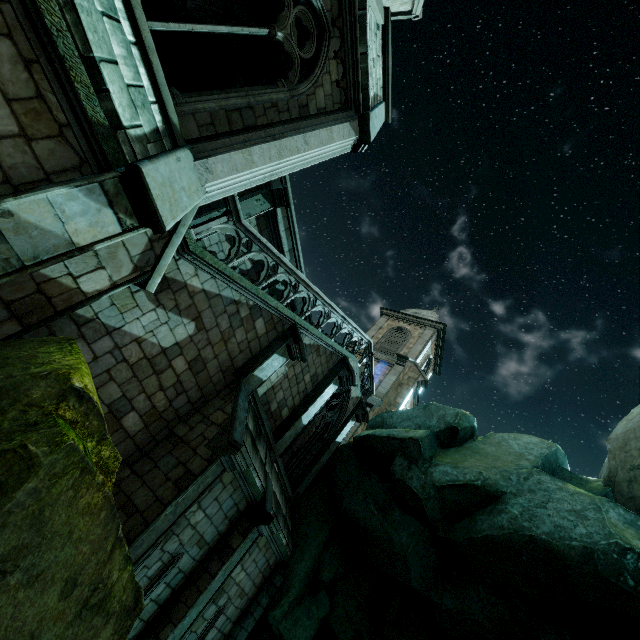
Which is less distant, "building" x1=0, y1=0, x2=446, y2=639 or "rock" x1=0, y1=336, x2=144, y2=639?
"rock" x1=0, y1=336, x2=144, y2=639

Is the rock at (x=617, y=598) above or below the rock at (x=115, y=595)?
above

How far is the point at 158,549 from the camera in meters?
6.5

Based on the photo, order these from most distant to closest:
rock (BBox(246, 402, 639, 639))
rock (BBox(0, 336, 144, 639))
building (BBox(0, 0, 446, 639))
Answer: rock (BBox(246, 402, 639, 639)) → building (BBox(0, 0, 446, 639)) → rock (BBox(0, 336, 144, 639))

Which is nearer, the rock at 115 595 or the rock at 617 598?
the rock at 115 595

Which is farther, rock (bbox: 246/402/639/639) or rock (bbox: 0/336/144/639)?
rock (bbox: 246/402/639/639)

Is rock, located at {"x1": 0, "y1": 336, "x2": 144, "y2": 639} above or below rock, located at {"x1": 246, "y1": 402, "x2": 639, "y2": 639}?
below
